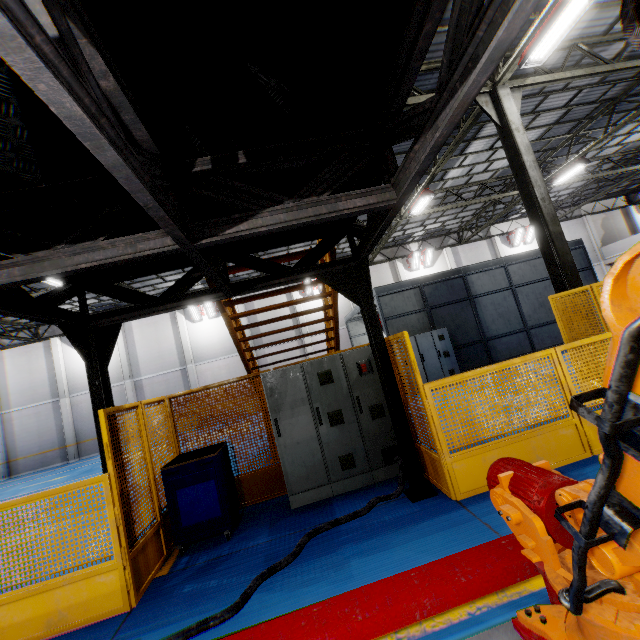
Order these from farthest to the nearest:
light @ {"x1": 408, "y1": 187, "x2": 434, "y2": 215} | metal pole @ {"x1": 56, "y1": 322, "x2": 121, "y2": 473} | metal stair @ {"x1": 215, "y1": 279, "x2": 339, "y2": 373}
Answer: light @ {"x1": 408, "y1": 187, "x2": 434, "y2": 215}, metal stair @ {"x1": 215, "y1": 279, "x2": 339, "y2": 373}, metal pole @ {"x1": 56, "y1": 322, "x2": 121, "y2": 473}

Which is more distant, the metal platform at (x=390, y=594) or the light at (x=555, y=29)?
the light at (x=555, y=29)

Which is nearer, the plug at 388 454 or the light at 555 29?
the plug at 388 454

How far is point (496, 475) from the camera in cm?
198

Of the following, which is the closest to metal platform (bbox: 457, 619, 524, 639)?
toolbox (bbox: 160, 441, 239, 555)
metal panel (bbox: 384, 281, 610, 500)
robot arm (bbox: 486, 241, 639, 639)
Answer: robot arm (bbox: 486, 241, 639, 639)

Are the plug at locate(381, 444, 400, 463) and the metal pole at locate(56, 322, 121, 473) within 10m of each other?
yes

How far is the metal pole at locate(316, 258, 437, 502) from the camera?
4.45m

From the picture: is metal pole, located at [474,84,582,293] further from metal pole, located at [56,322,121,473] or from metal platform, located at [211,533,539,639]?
metal pole, located at [56,322,121,473]
